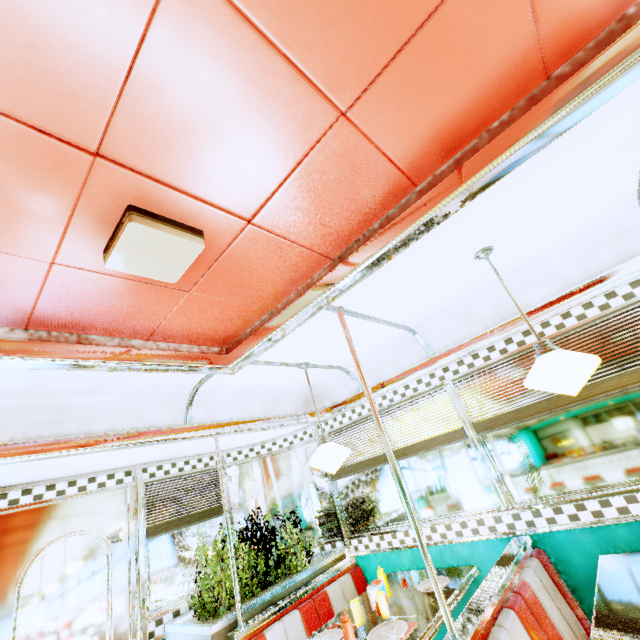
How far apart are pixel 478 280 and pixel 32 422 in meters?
3.7

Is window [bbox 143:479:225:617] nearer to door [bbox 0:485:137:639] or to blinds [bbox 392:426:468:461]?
door [bbox 0:485:137:639]

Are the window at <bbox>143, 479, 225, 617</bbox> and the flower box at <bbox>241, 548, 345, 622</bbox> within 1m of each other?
yes

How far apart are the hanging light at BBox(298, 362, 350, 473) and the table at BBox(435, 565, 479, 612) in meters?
1.1

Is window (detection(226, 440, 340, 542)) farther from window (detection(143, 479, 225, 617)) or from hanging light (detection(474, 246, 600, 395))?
hanging light (detection(474, 246, 600, 395))

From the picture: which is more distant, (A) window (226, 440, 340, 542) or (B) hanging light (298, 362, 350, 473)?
(A) window (226, 440, 340, 542)

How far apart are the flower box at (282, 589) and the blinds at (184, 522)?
0.74m

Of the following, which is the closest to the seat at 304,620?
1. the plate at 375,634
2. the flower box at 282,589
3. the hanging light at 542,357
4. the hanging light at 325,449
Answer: the flower box at 282,589
